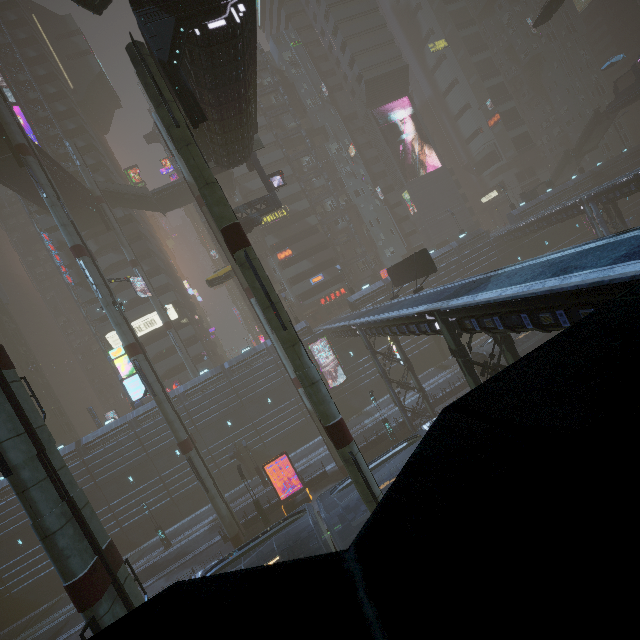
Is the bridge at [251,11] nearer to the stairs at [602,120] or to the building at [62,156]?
the building at [62,156]

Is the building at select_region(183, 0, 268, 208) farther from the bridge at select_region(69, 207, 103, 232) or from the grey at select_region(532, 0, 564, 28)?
the grey at select_region(532, 0, 564, 28)

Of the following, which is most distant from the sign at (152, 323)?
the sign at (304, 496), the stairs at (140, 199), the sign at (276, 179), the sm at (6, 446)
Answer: the sign at (276, 179)

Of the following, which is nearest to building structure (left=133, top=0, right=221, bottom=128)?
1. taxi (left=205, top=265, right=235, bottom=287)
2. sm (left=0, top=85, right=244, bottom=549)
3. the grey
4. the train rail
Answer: sm (left=0, top=85, right=244, bottom=549)

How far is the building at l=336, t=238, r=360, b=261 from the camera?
56.3m

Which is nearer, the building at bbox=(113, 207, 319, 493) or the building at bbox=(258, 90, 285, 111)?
the building at bbox=(113, 207, 319, 493)

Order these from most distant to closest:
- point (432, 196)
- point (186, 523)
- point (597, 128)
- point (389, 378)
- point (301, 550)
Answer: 1. point (432, 196)
2. point (597, 128)
3. point (186, 523)
4. point (389, 378)
5. point (301, 550)

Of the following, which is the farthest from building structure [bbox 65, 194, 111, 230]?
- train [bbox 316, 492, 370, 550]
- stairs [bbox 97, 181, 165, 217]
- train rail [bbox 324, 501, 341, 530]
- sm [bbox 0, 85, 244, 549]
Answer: train rail [bbox 324, 501, 341, 530]
